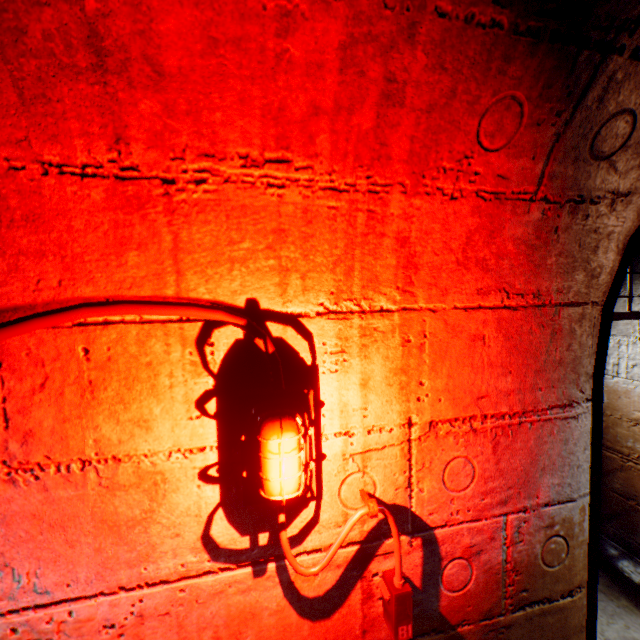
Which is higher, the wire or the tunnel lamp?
the wire

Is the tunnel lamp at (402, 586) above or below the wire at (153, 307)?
below

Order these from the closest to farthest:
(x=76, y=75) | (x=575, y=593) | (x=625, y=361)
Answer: (x=76, y=75) < (x=575, y=593) < (x=625, y=361)
